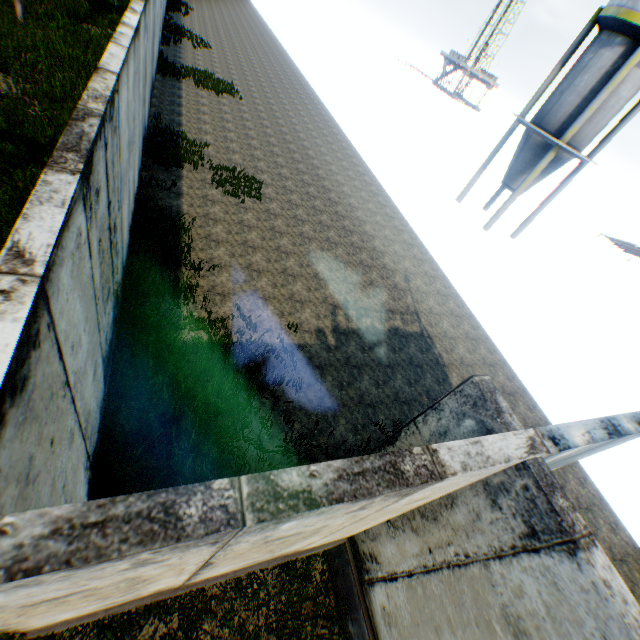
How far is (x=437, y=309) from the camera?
10.9m
